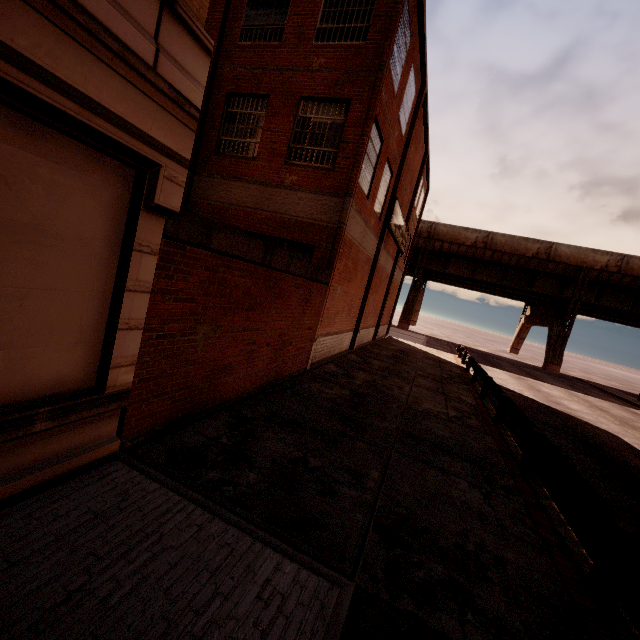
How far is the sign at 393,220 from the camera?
16.38m

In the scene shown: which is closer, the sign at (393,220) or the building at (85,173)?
the building at (85,173)

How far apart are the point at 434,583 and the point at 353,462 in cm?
231

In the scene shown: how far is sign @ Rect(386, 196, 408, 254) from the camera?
16.4 meters

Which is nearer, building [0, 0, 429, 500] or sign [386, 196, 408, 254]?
building [0, 0, 429, 500]
